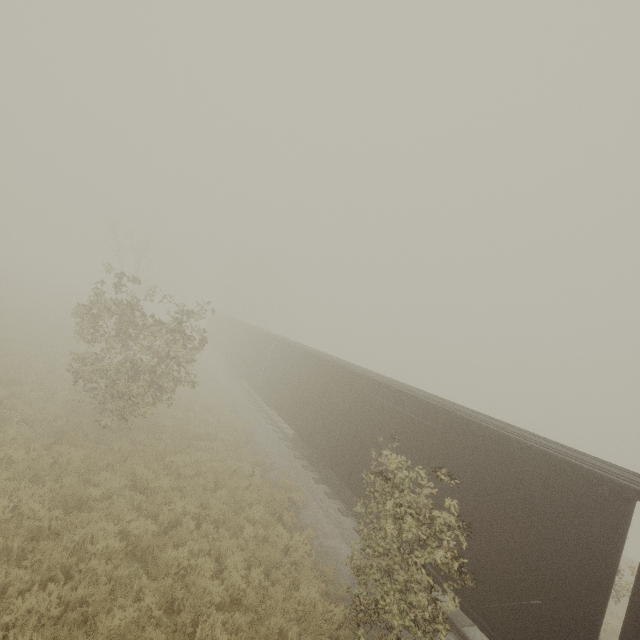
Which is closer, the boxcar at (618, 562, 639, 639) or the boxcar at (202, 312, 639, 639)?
the boxcar at (618, 562, 639, 639)

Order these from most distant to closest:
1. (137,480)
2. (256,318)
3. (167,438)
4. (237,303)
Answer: (256,318) < (237,303) < (167,438) < (137,480)

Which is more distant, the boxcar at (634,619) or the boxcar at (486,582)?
the boxcar at (486,582)
